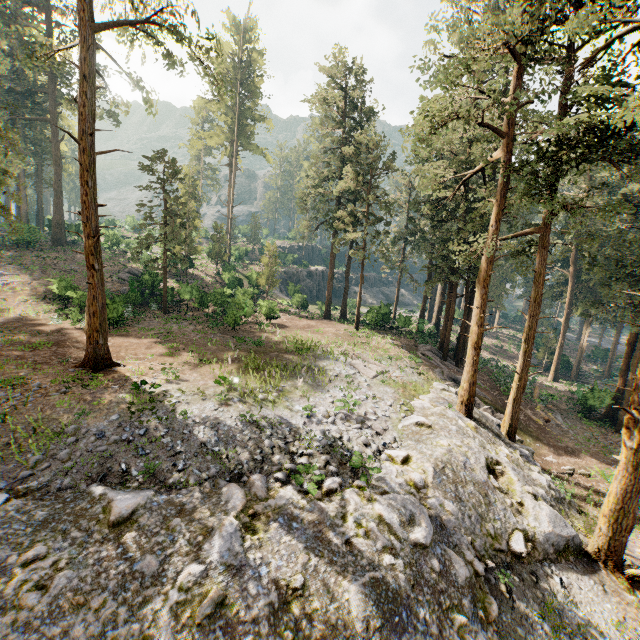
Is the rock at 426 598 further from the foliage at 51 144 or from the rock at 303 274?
the rock at 303 274

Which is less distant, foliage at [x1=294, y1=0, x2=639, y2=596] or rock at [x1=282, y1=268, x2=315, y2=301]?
foliage at [x1=294, y1=0, x2=639, y2=596]

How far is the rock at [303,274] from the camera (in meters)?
45.09

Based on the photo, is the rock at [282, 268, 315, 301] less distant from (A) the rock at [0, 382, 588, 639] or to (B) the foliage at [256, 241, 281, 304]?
(B) the foliage at [256, 241, 281, 304]

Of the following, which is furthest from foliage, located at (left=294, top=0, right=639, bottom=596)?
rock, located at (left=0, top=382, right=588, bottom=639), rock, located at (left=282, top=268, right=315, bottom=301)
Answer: rock, located at (left=282, top=268, right=315, bottom=301)

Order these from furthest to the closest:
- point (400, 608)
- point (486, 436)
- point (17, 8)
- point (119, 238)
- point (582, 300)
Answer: point (119, 238) → point (582, 300) → point (17, 8) → point (486, 436) → point (400, 608)

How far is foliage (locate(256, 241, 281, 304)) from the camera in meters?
38.8
